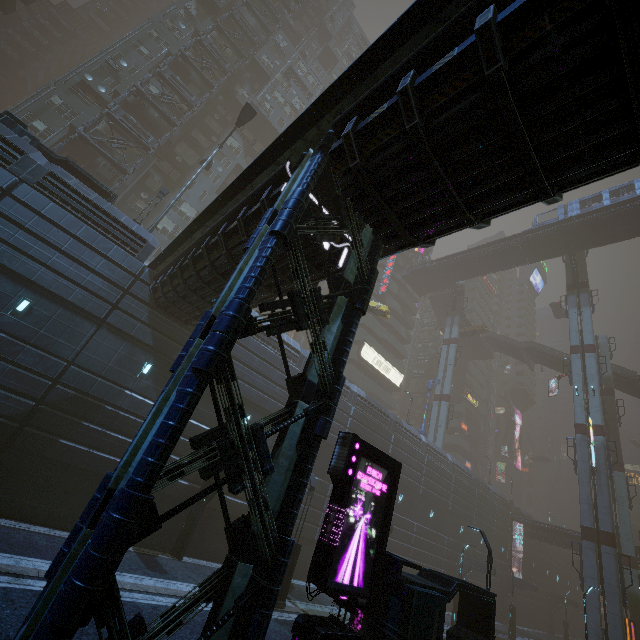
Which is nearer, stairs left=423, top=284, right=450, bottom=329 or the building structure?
the building structure

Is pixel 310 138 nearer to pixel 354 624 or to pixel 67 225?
pixel 354 624

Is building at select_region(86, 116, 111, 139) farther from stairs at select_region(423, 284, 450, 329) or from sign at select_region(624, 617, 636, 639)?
sign at select_region(624, 617, 636, 639)

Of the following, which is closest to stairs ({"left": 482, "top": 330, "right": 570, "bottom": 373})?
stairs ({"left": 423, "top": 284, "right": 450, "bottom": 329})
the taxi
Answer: stairs ({"left": 423, "top": 284, "right": 450, "bottom": 329})

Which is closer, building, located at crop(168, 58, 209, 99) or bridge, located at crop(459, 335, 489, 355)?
→ building, located at crop(168, 58, 209, 99)

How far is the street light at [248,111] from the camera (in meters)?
21.25

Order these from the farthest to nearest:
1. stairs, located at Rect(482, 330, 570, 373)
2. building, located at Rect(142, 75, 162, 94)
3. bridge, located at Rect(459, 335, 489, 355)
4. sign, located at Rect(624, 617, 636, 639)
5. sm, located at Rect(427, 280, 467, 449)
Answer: bridge, located at Rect(459, 335, 489, 355) → stairs, located at Rect(482, 330, 570, 373) → sm, located at Rect(427, 280, 467, 449) → building, located at Rect(142, 75, 162, 94) → sign, located at Rect(624, 617, 636, 639)

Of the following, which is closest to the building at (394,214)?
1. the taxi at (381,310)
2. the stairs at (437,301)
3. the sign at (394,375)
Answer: the sign at (394,375)
